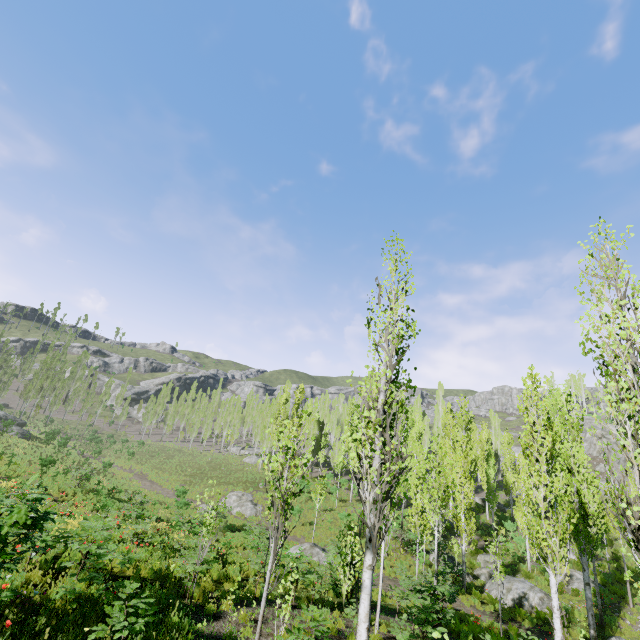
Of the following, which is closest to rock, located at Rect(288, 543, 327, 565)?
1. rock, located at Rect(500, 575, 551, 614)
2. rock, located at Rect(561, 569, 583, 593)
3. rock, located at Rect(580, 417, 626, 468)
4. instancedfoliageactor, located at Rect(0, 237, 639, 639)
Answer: instancedfoliageactor, located at Rect(0, 237, 639, 639)

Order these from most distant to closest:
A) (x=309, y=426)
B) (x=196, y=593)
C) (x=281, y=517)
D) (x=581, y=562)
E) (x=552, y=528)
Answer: (x=309, y=426)
(x=281, y=517)
(x=552, y=528)
(x=581, y=562)
(x=196, y=593)

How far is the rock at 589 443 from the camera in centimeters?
4821cm

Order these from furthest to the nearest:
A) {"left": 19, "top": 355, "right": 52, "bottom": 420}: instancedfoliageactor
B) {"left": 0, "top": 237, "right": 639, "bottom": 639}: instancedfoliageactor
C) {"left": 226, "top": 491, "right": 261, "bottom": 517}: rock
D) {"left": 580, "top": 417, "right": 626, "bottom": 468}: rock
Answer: {"left": 19, "top": 355, "right": 52, "bottom": 420}: instancedfoliageactor → {"left": 580, "top": 417, "right": 626, "bottom": 468}: rock → {"left": 226, "top": 491, "right": 261, "bottom": 517}: rock → {"left": 0, "top": 237, "right": 639, "bottom": 639}: instancedfoliageactor

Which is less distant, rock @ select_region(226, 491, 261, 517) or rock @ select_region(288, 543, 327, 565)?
rock @ select_region(288, 543, 327, 565)

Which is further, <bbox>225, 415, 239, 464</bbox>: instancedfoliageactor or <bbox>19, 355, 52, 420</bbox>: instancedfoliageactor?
<bbox>19, 355, 52, 420</bbox>: instancedfoliageactor

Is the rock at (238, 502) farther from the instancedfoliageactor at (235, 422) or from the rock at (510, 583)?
the rock at (510, 583)

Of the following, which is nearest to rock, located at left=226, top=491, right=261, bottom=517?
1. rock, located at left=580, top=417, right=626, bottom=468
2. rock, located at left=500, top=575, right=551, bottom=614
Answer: rock, located at left=500, top=575, right=551, bottom=614
